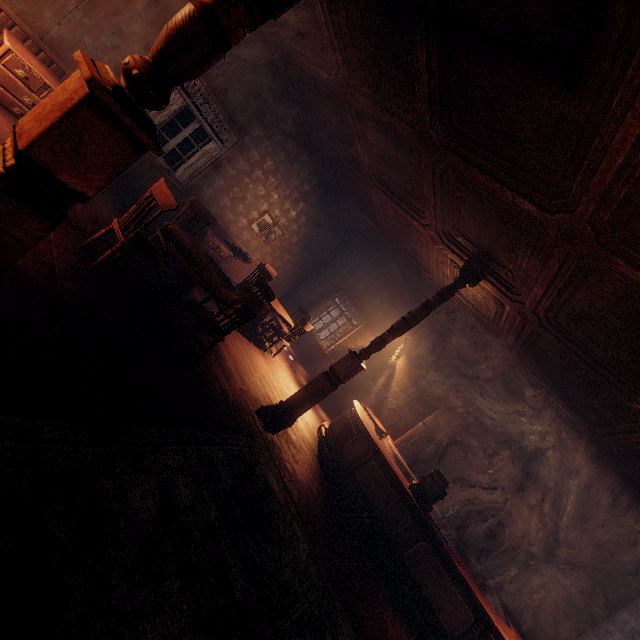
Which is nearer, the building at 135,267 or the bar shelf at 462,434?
the building at 135,267

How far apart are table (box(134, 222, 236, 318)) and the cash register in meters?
4.7

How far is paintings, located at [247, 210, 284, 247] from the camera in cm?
828

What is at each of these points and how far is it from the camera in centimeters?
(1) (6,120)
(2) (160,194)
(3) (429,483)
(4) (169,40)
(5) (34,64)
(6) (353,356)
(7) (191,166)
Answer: (1) building, 403cm
(2) chair, 336cm
(3) cash register, 545cm
(4) pillars, 135cm
(5) nightstand, 411cm
(6) pillars, 520cm
(7) curtain, 648cm

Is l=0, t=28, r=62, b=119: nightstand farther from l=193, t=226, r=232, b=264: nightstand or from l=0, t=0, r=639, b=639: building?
l=193, t=226, r=232, b=264: nightstand

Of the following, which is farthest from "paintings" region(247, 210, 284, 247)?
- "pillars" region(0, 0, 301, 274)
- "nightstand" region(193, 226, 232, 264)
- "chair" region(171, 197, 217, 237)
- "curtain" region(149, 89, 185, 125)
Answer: "pillars" region(0, 0, 301, 274)

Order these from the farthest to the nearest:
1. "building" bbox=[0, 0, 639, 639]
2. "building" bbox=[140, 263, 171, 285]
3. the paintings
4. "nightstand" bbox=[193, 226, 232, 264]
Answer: the paintings < "nightstand" bbox=[193, 226, 232, 264] < "building" bbox=[140, 263, 171, 285] < "building" bbox=[0, 0, 639, 639]

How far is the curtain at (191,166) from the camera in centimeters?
640cm
